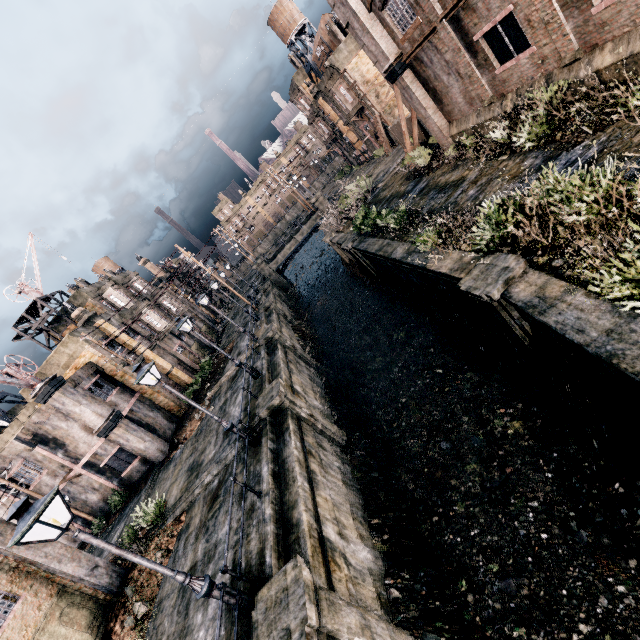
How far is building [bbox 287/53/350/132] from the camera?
46.5m

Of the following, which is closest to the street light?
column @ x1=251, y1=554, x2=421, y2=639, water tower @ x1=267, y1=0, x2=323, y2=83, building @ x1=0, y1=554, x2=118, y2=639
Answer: column @ x1=251, y1=554, x2=421, y2=639

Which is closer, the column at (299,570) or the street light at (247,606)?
the column at (299,570)

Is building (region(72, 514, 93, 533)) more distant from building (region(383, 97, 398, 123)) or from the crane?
building (region(383, 97, 398, 123))

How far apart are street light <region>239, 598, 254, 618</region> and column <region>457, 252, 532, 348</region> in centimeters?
999cm

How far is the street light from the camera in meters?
7.7

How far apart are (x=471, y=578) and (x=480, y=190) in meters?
14.8 m

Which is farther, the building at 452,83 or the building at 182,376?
the building at 182,376
